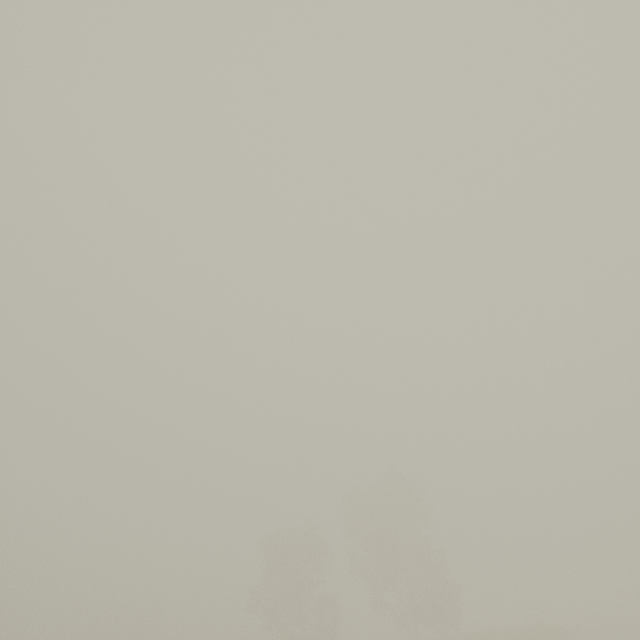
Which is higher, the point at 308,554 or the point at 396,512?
the point at 396,512
